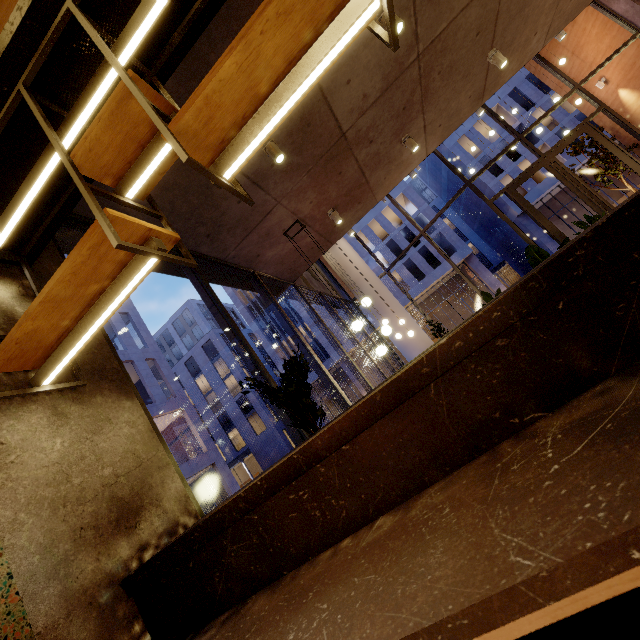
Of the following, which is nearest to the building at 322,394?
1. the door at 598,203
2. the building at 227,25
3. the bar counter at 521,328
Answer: the building at 227,25

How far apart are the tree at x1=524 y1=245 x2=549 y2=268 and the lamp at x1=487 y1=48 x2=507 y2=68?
4.1 meters

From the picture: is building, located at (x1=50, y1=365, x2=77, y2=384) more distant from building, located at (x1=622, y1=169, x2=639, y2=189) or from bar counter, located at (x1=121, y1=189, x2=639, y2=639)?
building, located at (x1=622, y1=169, x2=639, y2=189)

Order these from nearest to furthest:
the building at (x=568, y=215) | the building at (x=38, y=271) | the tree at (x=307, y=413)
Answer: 1. the building at (x=38, y=271)
2. the tree at (x=307, y=413)
3. the building at (x=568, y=215)

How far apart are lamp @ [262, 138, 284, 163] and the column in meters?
8.5 m

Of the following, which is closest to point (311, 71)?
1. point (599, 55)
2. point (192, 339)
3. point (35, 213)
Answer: point (35, 213)

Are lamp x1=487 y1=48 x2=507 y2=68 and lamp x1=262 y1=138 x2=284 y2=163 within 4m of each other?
no

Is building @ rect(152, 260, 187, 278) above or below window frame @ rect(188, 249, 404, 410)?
above
